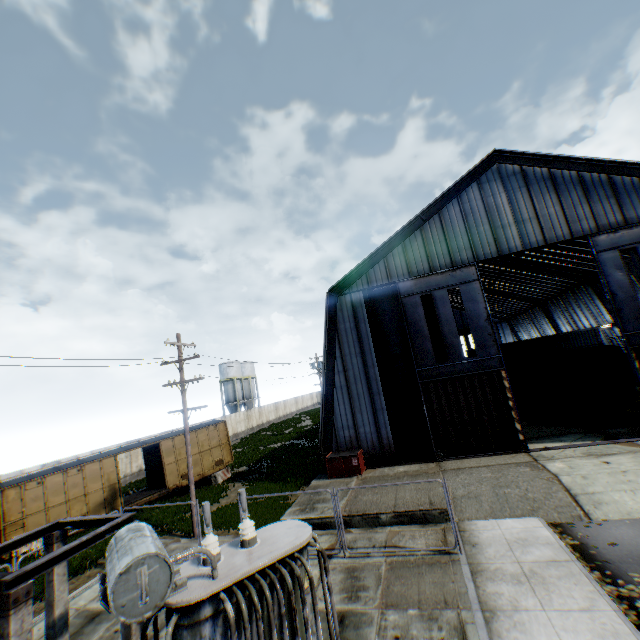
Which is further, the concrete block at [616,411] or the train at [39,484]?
the concrete block at [616,411]

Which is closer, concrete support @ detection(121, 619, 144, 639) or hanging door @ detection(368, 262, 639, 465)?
concrete support @ detection(121, 619, 144, 639)

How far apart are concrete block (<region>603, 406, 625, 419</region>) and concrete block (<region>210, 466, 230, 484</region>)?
26.20m

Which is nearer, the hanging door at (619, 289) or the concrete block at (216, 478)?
the hanging door at (619, 289)

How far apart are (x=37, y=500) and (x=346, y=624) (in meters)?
17.89

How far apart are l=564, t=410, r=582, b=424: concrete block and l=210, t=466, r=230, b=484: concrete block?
23.9 meters

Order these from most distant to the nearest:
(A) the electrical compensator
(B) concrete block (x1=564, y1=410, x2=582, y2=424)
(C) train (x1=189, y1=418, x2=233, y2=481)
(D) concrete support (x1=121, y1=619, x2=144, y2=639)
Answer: (C) train (x1=189, y1=418, x2=233, y2=481) < (B) concrete block (x1=564, y1=410, x2=582, y2=424) < (D) concrete support (x1=121, y1=619, x2=144, y2=639) < (A) the electrical compensator

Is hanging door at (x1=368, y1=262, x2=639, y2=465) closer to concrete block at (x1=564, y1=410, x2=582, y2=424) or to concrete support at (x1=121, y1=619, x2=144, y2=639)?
concrete block at (x1=564, y1=410, x2=582, y2=424)
